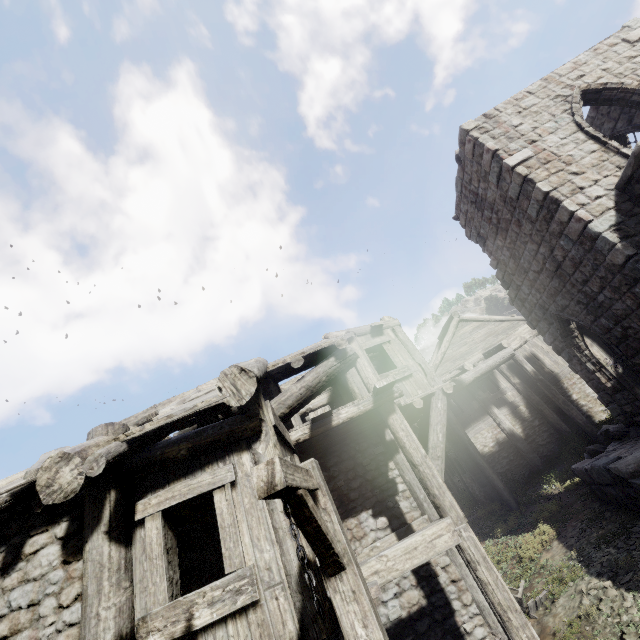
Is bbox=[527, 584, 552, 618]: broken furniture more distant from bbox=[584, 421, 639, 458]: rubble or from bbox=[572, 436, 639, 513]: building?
bbox=[584, 421, 639, 458]: rubble

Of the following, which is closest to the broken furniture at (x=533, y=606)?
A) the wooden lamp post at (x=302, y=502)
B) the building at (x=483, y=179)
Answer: the building at (x=483, y=179)

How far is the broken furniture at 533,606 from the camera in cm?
701

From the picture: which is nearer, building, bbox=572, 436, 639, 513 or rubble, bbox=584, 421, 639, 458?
building, bbox=572, 436, 639, 513

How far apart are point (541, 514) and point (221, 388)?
11.9m

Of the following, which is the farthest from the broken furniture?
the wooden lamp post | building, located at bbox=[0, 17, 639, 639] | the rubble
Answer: the wooden lamp post

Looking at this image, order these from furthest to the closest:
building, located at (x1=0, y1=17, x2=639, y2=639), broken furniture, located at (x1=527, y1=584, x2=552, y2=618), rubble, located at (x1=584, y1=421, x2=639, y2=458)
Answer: rubble, located at (x1=584, y1=421, x2=639, y2=458) → broken furniture, located at (x1=527, y1=584, x2=552, y2=618) → building, located at (x1=0, y1=17, x2=639, y2=639)

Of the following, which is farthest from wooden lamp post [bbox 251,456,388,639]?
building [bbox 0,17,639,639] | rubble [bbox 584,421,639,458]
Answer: rubble [bbox 584,421,639,458]
